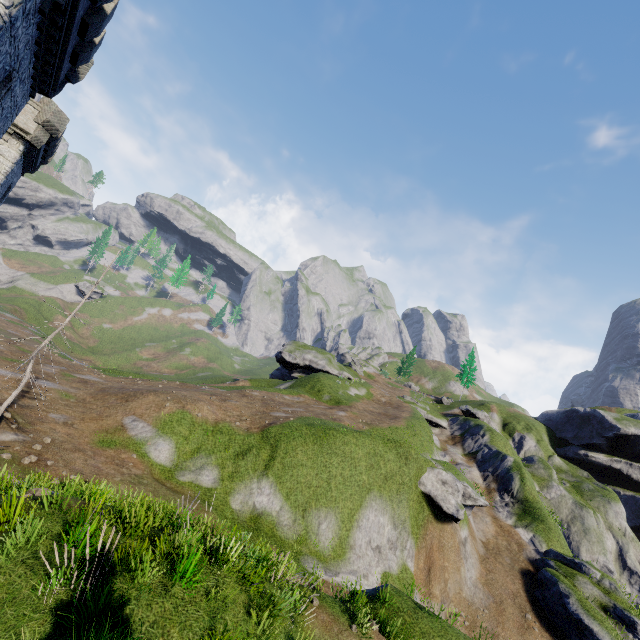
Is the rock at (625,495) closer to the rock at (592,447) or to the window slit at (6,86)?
the rock at (592,447)

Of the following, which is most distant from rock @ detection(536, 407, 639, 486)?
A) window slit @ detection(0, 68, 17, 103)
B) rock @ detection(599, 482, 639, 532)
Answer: window slit @ detection(0, 68, 17, 103)

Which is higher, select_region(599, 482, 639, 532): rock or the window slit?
the window slit

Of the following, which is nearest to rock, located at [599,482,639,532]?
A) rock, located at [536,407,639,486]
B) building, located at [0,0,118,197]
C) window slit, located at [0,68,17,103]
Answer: rock, located at [536,407,639,486]

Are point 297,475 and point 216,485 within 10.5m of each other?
yes

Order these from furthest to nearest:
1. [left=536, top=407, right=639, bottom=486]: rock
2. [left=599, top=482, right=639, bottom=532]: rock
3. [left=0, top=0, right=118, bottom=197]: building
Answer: [left=536, top=407, right=639, bottom=486]: rock < [left=599, top=482, right=639, bottom=532]: rock < [left=0, top=0, right=118, bottom=197]: building

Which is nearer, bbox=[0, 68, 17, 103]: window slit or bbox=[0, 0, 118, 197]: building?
bbox=[0, 0, 118, 197]: building

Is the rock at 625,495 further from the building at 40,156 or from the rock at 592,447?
the building at 40,156
